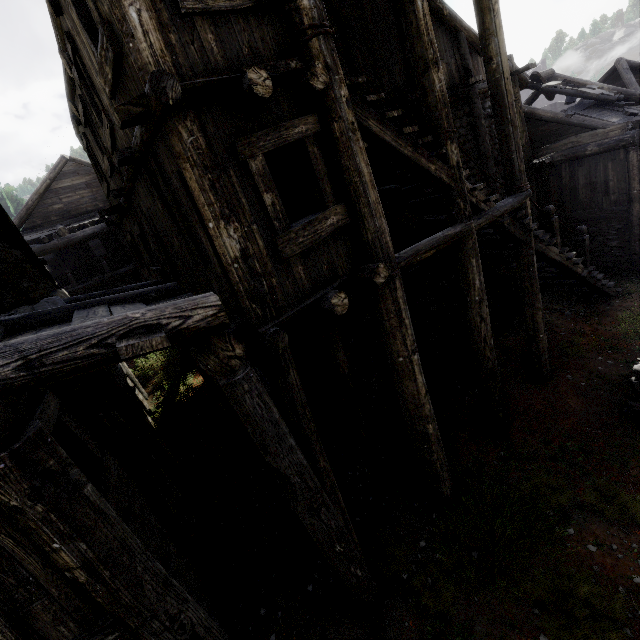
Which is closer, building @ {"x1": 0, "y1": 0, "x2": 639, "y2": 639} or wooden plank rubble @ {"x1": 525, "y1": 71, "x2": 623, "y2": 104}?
building @ {"x1": 0, "y1": 0, "x2": 639, "y2": 639}

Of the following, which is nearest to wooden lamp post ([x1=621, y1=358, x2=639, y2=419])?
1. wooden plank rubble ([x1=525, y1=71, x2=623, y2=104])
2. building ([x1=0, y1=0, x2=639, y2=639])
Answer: building ([x1=0, y1=0, x2=639, y2=639])

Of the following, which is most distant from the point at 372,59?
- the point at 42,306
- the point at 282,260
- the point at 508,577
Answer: the point at 508,577

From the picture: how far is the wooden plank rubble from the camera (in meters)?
11.99

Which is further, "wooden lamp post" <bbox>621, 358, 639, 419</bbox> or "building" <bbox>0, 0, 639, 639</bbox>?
"wooden lamp post" <bbox>621, 358, 639, 419</bbox>

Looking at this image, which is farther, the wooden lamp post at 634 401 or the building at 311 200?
the wooden lamp post at 634 401

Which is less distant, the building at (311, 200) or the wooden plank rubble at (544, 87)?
the building at (311, 200)

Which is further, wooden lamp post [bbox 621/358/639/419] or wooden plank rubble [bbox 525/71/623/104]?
wooden plank rubble [bbox 525/71/623/104]
